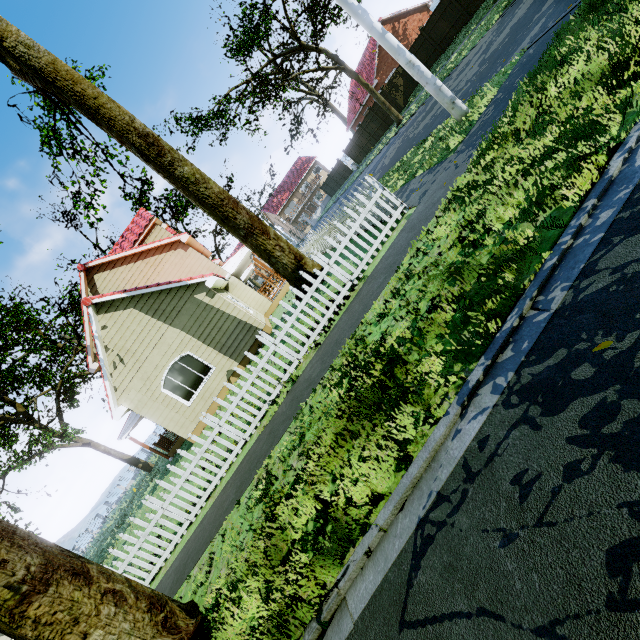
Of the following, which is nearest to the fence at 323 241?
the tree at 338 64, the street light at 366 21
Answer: the tree at 338 64

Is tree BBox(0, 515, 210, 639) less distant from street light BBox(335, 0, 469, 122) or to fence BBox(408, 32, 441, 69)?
fence BBox(408, 32, 441, 69)

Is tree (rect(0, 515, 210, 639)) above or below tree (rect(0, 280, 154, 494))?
below

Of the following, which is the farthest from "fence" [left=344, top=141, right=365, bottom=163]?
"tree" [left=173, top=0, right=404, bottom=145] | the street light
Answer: the street light

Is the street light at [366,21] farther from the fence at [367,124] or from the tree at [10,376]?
the tree at [10,376]

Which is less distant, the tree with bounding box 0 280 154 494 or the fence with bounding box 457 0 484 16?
the fence with bounding box 457 0 484 16

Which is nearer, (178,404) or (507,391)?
(507,391)
